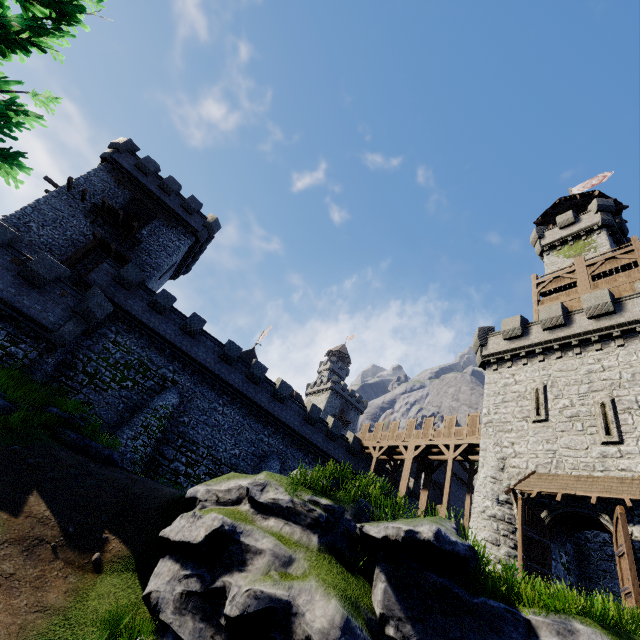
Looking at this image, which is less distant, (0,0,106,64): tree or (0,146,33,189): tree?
(0,146,33,189): tree

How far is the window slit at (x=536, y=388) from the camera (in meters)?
18.45

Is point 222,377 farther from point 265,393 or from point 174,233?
point 174,233

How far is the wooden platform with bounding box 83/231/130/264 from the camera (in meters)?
24.98

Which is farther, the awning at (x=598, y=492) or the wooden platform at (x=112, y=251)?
the wooden platform at (x=112, y=251)

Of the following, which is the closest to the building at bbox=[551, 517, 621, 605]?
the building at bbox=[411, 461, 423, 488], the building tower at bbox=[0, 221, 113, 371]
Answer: the building at bbox=[411, 461, 423, 488]

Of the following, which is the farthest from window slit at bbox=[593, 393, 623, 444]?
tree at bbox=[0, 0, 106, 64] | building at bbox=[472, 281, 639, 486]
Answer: tree at bbox=[0, 0, 106, 64]

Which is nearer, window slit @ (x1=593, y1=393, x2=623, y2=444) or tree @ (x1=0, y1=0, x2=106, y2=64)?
tree @ (x1=0, y1=0, x2=106, y2=64)
